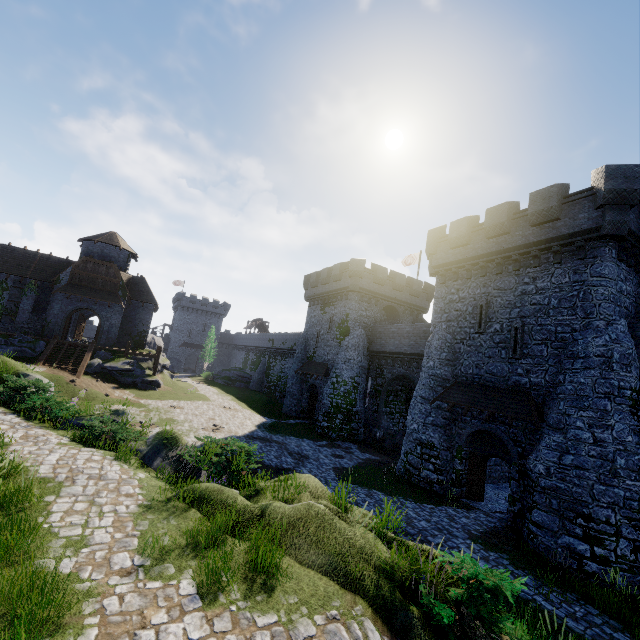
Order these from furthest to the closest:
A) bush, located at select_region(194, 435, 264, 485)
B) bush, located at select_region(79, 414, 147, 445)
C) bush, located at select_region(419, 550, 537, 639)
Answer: bush, located at select_region(79, 414, 147, 445) < bush, located at select_region(194, 435, 264, 485) < bush, located at select_region(419, 550, 537, 639)

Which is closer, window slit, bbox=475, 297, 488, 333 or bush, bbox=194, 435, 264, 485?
bush, bbox=194, 435, 264, 485

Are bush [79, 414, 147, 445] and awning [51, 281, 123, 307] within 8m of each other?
no

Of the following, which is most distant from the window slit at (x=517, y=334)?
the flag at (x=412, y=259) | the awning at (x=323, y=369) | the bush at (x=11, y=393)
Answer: the bush at (x=11, y=393)

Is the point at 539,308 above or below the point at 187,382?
above

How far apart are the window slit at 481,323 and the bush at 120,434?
18.0m

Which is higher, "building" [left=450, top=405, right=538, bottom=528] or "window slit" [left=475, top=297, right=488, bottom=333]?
"window slit" [left=475, top=297, right=488, bottom=333]

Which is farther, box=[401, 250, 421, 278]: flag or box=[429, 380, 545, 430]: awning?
box=[401, 250, 421, 278]: flag
